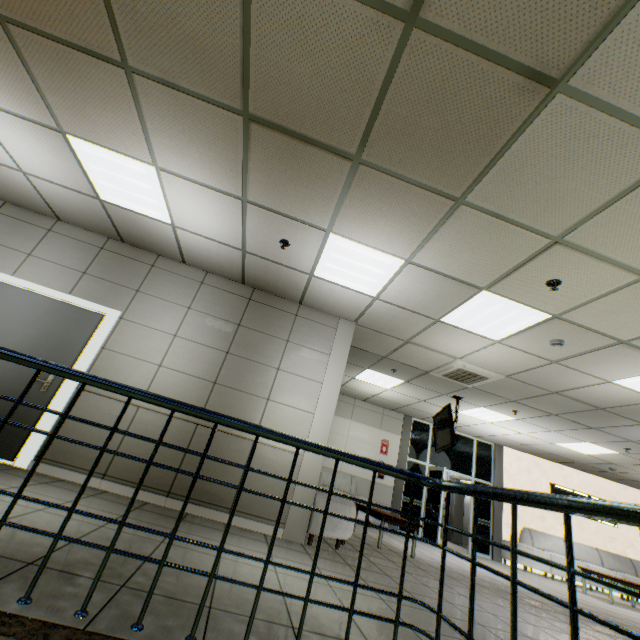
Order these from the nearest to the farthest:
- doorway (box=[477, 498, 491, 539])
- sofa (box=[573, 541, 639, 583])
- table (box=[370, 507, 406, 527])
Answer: table (box=[370, 507, 406, 527]), sofa (box=[573, 541, 639, 583]), doorway (box=[477, 498, 491, 539])

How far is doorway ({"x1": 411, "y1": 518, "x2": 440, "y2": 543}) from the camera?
8.49m

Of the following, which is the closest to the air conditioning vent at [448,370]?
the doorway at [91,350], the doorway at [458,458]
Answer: the doorway at [458,458]

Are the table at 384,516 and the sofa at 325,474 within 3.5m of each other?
yes

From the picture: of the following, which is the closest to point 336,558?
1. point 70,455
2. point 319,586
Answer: point 319,586

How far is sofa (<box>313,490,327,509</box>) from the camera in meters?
4.4 m

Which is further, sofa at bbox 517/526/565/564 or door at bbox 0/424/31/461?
sofa at bbox 517/526/565/564

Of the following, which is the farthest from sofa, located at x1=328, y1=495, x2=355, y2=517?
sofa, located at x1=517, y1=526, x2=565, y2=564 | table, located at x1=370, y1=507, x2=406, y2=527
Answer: sofa, located at x1=517, y1=526, x2=565, y2=564
